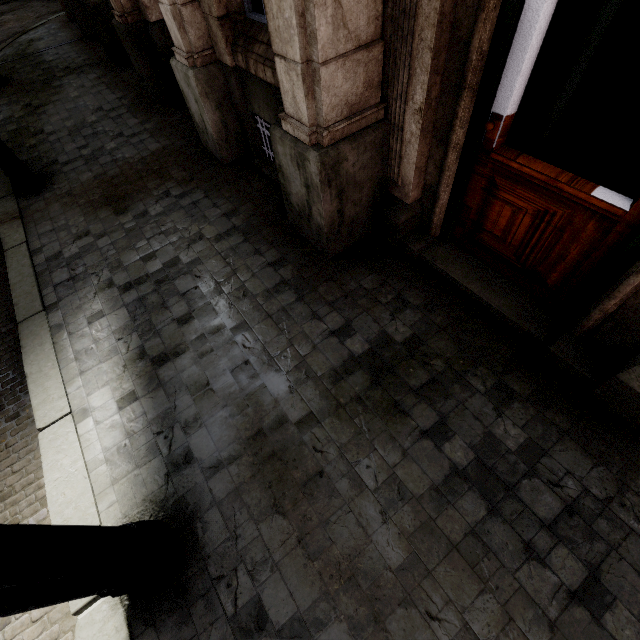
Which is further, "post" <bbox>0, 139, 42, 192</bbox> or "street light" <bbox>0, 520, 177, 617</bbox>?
"post" <bbox>0, 139, 42, 192</bbox>

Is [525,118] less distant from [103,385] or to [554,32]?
[554,32]

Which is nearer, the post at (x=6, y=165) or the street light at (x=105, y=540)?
the street light at (x=105, y=540)
